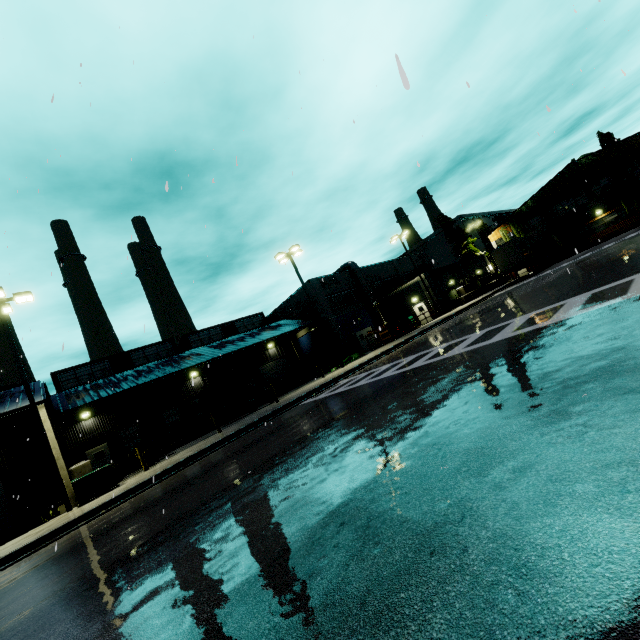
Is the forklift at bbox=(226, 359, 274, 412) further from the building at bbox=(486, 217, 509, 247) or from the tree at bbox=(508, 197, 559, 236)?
the tree at bbox=(508, 197, 559, 236)

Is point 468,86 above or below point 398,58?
above

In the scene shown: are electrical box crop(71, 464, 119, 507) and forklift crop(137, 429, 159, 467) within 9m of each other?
yes

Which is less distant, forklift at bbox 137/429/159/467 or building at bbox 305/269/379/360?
forklift at bbox 137/429/159/467

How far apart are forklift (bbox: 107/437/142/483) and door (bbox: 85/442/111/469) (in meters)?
9.57

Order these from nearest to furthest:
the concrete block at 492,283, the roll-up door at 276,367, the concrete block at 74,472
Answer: the concrete block at 74,472, the roll-up door at 276,367, the concrete block at 492,283

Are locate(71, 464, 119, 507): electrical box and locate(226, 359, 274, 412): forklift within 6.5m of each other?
no

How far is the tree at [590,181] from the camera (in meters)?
38.00
